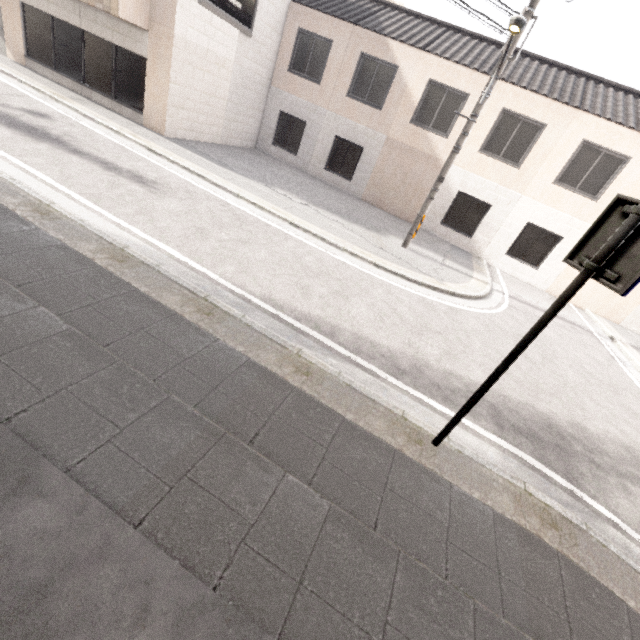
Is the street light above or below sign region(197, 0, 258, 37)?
above

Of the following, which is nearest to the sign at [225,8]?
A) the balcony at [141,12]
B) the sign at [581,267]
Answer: the balcony at [141,12]

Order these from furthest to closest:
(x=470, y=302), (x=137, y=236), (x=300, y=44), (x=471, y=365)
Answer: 1. (x=300, y=44)
2. (x=470, y=302)
3. (x=471, y=365)
4. (x=137, y=236)

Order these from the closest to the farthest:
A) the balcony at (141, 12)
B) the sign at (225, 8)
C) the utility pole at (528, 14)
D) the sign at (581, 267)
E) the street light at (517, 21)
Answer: the sign at (581, 267)
the street light at (517, 21)
the utility pole at (528, 14)
the balcony at (141, 12)
the sign at (225, 8)

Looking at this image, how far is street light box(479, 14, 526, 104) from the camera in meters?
6.2 m

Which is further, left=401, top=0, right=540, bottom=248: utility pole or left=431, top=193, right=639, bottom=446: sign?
left=401, top=0, right=540, bottom=248: utility pole

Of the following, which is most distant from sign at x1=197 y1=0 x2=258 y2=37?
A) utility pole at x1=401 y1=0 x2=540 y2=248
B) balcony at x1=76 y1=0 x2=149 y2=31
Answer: utility pole at x1=401 y1=0 x2=540 y2=248

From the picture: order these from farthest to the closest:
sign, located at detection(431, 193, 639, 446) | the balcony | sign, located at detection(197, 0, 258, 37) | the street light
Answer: sign, located at detection(197, 0, 258, 37)
the balcony
the street light
sign, located at detection(431, 193, 639, 446)
